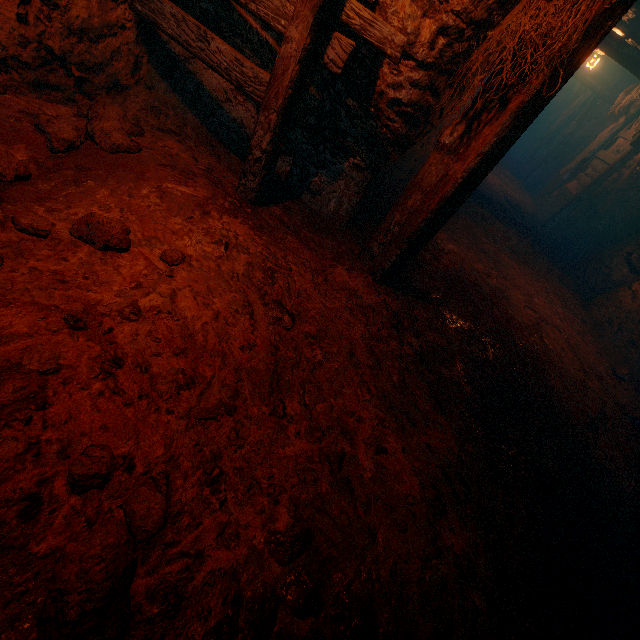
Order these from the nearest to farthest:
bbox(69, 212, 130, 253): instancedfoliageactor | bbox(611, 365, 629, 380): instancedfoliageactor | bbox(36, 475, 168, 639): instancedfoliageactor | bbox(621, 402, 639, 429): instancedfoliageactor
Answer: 1. bbox(36, 475, 168, 639): instancedfoliageactor
2. bbox(69, 212, 130, 253): instancedfoliageactor
3. bbox(621, 402, 639, 429): instancedfoliageactor
4. bbox(611, 365, 629, 380): instancedfoliageactor

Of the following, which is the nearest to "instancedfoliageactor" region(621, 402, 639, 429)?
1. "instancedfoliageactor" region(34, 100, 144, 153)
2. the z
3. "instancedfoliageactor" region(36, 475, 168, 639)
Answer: the z

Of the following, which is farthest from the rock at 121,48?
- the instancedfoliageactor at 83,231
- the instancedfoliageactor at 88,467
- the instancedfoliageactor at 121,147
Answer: the instancedfoliageactor at 88,467

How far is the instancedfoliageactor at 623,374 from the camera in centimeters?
502cm

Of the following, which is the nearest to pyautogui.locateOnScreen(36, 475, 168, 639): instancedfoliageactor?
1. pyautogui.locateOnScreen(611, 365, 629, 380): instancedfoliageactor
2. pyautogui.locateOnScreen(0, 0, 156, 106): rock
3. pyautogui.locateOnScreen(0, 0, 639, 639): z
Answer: pyautogui.locateOnScreen(0, 0, 639, 639): z

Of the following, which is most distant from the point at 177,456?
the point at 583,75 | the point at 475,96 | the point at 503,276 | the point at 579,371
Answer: the point at 583,75

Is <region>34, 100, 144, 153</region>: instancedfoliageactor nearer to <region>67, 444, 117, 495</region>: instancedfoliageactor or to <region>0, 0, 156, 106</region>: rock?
<region>0, 0, 156, 106</region>: rock

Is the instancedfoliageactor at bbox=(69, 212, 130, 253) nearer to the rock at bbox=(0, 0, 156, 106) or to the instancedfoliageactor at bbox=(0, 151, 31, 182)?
the instancedfoliageactor at bbox=(0, 151, 31, 182)
